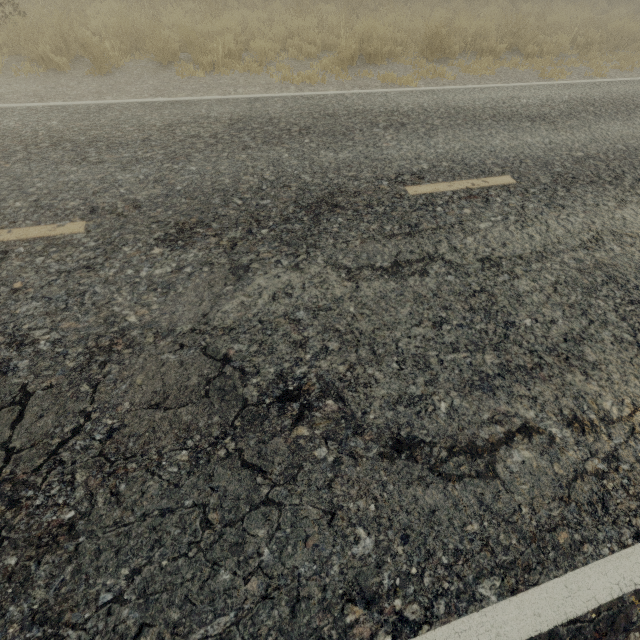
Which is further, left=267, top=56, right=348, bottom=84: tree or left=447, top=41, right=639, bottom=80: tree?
left=447, top=41, right=639, bottom=80: tree

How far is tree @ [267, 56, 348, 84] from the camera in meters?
6.6 m

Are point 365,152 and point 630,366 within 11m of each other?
yes

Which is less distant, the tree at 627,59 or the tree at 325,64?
the tree at 325,64

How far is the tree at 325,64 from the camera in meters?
6.6 m
